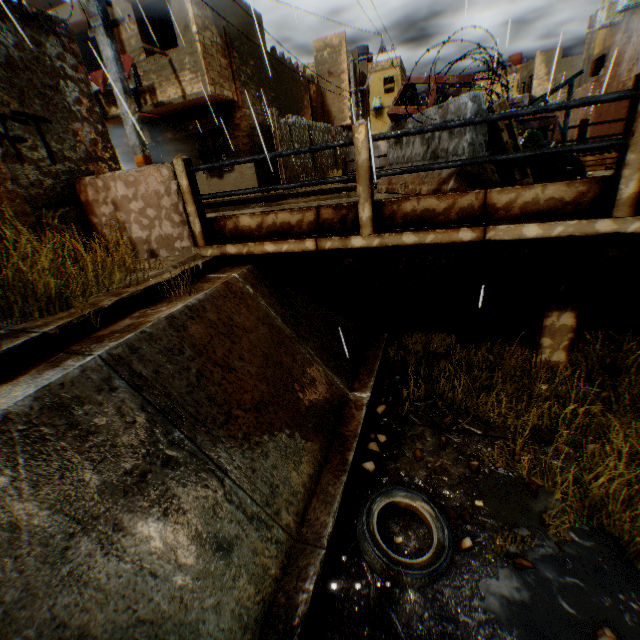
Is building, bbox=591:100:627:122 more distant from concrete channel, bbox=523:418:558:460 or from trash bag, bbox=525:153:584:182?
trash bag, bbox=525:153:584:182

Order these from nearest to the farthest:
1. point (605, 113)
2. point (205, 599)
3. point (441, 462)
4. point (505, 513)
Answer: point (205, 599) < point (505, 513) < point (441, 462) < point (605, 113)

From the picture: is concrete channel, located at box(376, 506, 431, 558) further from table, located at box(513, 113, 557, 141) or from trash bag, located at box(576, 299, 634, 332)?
table, located at box(513, 113, 557, 141)

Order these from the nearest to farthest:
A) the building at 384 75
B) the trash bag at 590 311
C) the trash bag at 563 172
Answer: the trash bag at 563 172, the trash bag at 590 311, the building at 384 75

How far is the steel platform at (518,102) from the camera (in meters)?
8.05

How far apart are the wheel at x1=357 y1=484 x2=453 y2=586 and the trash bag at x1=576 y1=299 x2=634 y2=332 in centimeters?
518cm

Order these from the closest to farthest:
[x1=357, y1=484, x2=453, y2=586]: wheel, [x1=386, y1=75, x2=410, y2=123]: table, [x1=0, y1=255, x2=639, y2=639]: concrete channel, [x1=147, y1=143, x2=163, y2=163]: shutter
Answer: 1. [x1=0, y1=255, x2=639, y2=639]: concrete channel
2. [x1=357, y1=484, x2=453, y2=586]: wheel
3. [x1=386, y1=75, x2=410, y2=123]: table
4. [x1=147, y1=143, x2=163, y2=163]: shutter

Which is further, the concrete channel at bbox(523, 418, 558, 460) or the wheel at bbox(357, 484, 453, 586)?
the concrete channel at bbox(523, 418, 558, 460)
